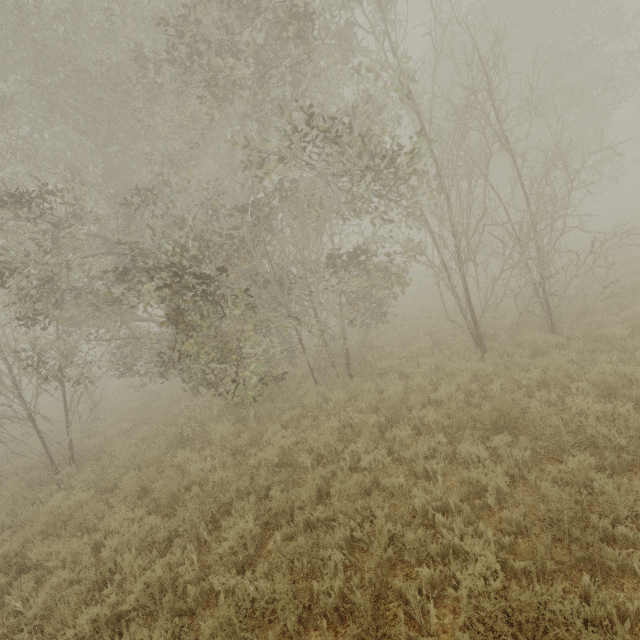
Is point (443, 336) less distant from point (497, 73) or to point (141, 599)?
point (497, 73)
